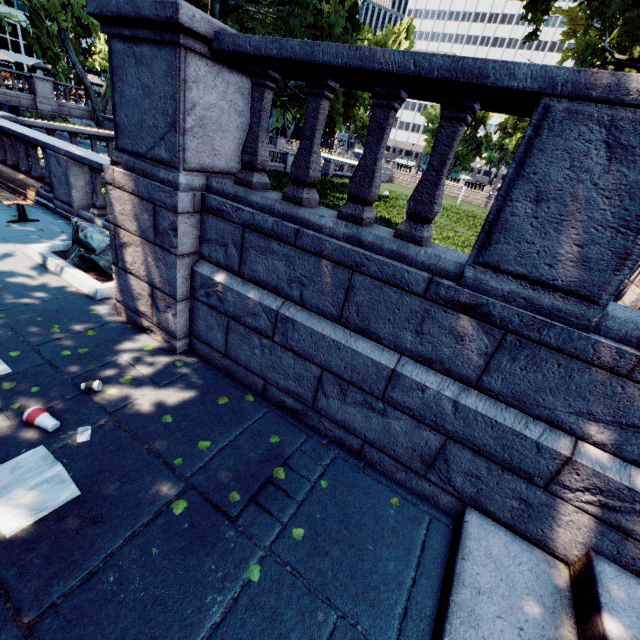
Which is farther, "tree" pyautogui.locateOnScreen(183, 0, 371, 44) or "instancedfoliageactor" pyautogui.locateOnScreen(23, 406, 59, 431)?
"tree" pyautogui.locateOnScreen(183, 0, 371, 44)

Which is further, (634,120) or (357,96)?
(357,96)

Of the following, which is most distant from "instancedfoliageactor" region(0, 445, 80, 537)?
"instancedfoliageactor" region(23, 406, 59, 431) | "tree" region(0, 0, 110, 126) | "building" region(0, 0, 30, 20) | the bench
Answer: "building" region(0, 0, 30, 20)

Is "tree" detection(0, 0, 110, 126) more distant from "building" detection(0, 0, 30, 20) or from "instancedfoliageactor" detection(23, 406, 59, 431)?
"building" detection(0, 0, 30, 20)

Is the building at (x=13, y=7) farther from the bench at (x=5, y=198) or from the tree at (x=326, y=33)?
the bench at (x=5, y=198)

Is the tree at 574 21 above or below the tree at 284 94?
above

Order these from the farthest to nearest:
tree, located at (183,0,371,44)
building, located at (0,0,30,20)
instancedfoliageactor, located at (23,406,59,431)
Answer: building, located at (0,0,30,20) < tree, located at (183,0,371,44) < instancedfoliageactor, located at (23,406,59,431)

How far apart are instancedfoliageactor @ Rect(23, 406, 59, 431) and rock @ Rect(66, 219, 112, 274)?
3.5m
